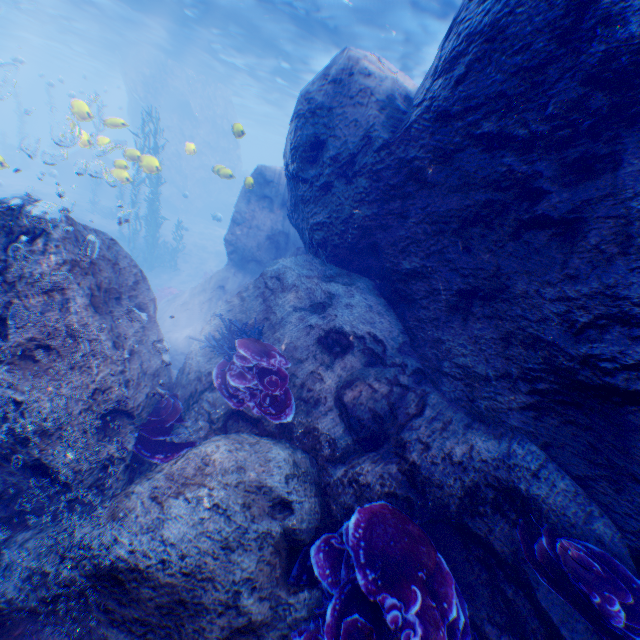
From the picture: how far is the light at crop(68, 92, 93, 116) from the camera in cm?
1023

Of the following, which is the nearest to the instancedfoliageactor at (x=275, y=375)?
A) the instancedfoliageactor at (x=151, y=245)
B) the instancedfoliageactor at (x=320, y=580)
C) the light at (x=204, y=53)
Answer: the instancedfoliageactor at (x=320, y=580)

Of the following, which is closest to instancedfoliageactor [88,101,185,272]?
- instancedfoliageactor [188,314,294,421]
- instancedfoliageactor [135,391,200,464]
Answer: instancedfoliageactor [188,314,294,421]

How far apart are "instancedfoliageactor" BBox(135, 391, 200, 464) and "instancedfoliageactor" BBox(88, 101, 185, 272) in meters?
16.5

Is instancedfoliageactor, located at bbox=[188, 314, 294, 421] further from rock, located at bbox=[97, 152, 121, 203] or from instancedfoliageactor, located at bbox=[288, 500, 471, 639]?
instancedfoliageactor, located at bbox=[288, 500, 471, 639]

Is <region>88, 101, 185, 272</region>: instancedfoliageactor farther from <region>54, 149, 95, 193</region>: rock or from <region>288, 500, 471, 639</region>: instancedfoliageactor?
<region>288, 500, 471, 639</region>: instancedfoliageactor

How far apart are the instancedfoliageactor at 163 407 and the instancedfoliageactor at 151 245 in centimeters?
1650cm

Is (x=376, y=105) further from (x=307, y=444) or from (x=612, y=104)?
(x=307, y=444)
